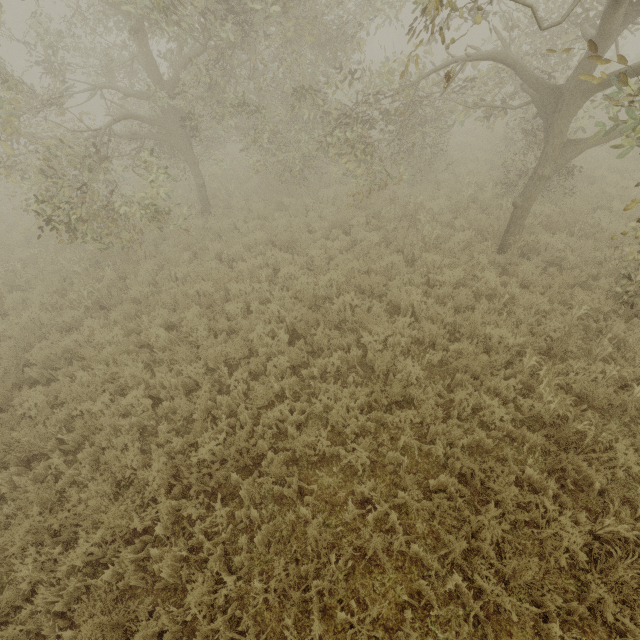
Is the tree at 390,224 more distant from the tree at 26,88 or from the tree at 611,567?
the tree at 611,567

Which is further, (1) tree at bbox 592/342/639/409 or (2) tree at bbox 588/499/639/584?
(1) tree at bbox 592/342/639/409

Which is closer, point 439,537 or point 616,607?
point 616,607

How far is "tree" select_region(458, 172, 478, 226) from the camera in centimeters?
933cm

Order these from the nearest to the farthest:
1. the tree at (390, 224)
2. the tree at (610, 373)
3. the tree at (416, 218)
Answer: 1. the tree at (610, 373)
2. the tree at (416, 218)
3. the tree at (390, 224)

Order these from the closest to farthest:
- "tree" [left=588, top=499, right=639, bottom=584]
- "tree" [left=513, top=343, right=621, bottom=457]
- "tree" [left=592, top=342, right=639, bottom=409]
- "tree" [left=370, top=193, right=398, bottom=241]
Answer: "tree" [left=588, top=499, right=639, bottom=584], "tree" [left=513, top=343, right=621, bottom=457], "tree" [left=592, top=342, right=639, bottom=409], "tree" [left=370, top=193, right=398, bottom=241]

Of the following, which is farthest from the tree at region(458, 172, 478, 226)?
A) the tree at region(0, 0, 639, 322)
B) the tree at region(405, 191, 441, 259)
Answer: the tree at region(0, 0, 639, 322)
